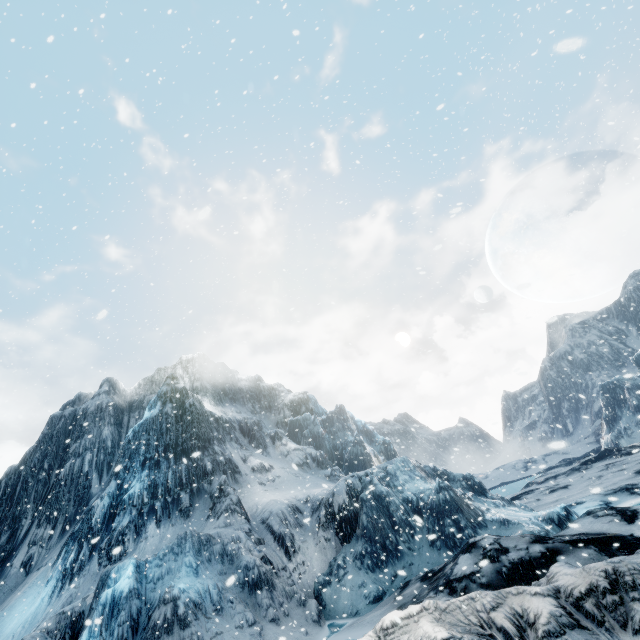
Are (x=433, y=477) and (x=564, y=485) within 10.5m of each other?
no
